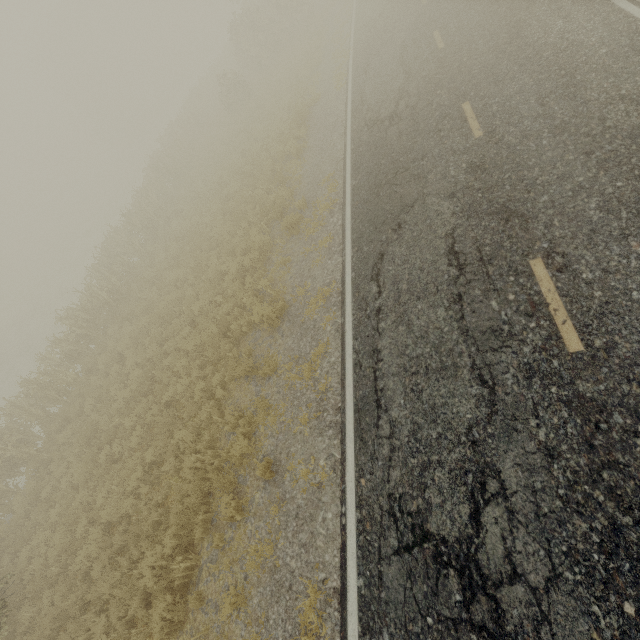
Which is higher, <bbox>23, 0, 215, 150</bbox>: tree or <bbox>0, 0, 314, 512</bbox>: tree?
<bbox>23, 0, 215, 150</bbox>: tree

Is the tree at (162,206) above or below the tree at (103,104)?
below

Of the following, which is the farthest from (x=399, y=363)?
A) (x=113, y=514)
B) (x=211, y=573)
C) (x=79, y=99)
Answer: (x=79, y=99)

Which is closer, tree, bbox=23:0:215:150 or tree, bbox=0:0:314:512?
tree, bbox=0:0:314:512

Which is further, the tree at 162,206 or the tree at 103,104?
the tree at 103,104
